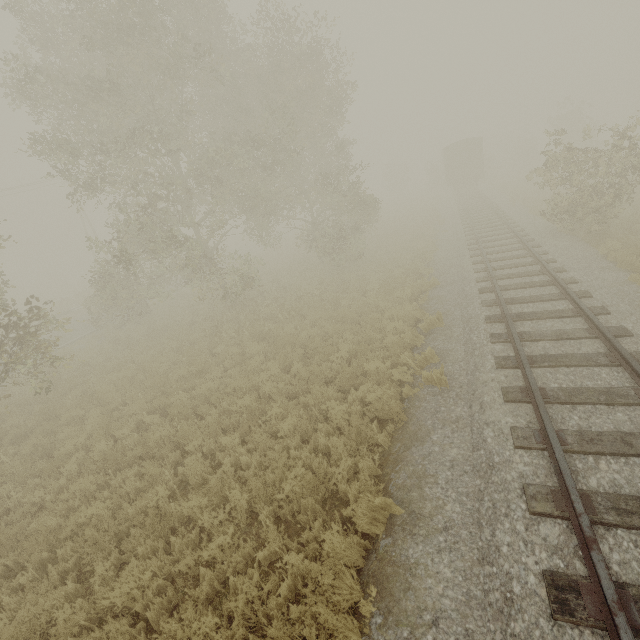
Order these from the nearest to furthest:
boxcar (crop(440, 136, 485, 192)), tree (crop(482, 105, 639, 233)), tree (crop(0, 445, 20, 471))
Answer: tree (crop(0, 445, 20, 471)) → tree (crop(482, 105, 639, 233)) → boxcar (crop(440, 136, 485, 192))

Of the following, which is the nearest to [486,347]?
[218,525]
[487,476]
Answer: [487,476]

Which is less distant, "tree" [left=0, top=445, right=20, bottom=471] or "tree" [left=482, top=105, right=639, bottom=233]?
"tree" [left=0, top=445, right=20, bottom=471]

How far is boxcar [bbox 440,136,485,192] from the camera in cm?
3072

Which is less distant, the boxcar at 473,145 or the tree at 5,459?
the tree at 5,459

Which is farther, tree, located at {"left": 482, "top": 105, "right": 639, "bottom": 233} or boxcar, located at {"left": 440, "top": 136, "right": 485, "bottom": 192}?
boxcar, located at {"left": 440, "top": 136, "right": 485, "bottom": 192}
